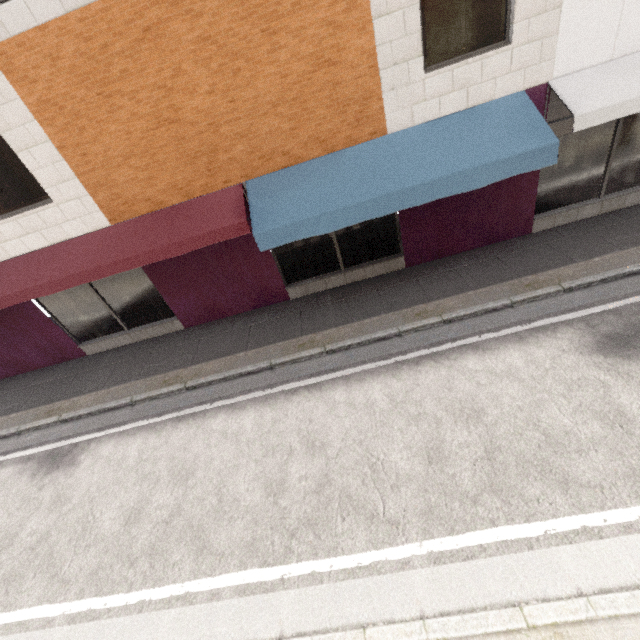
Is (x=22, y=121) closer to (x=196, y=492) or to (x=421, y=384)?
(x=196, y=492)
